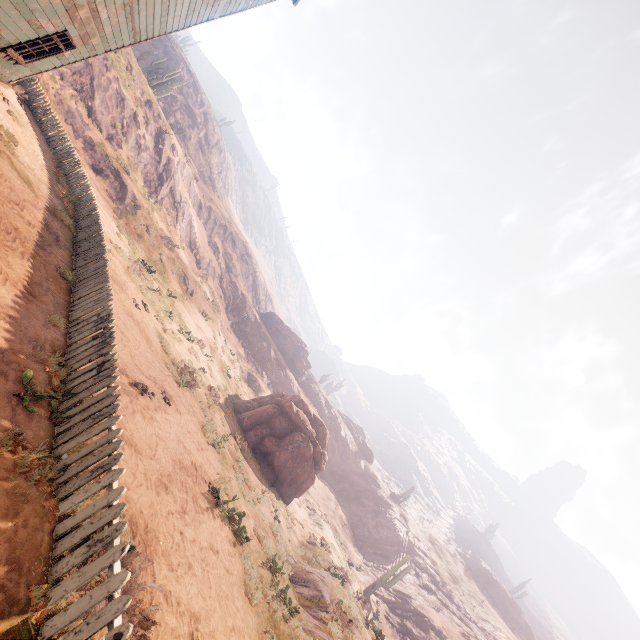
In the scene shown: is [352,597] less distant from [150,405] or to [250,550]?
[250,550]

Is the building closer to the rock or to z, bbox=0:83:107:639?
z, bbox=0:83:107:639

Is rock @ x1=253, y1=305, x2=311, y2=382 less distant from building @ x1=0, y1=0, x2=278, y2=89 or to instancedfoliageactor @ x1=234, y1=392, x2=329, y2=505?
instancedfoliageactor @ x1=234, y1=392, x2=329, y2=505

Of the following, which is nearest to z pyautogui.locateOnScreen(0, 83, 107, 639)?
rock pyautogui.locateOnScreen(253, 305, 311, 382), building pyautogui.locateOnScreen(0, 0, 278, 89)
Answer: building pyautogui.locateOnScreen(0, 0, 278, 89)

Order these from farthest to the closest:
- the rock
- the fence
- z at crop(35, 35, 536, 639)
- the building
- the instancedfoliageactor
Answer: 1. the rock
2. the instancedfoliageactor
3. the building
4. z at crop(35, 35, 536, 639)
5. the fence

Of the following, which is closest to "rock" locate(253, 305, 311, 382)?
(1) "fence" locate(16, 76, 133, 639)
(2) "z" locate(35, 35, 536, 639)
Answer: (2) "z" locate(35, 35, 536, 639)

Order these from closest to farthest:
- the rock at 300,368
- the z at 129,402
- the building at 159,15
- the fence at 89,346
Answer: the fence at 89,346
the z at 129,402
the building at 159,15
the rock at 300,368

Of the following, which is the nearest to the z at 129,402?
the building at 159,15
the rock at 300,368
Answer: the building at 159,15
